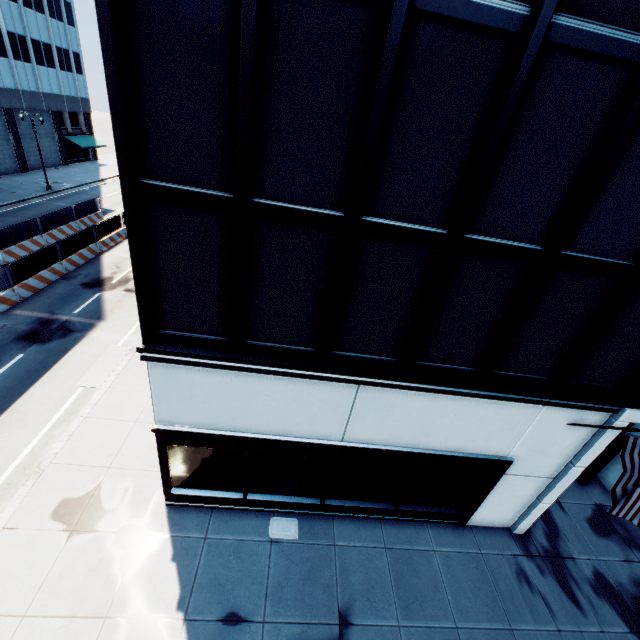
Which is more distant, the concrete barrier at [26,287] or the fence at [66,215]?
the fence at [66,215]

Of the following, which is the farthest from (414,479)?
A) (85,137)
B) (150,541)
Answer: (85,137)

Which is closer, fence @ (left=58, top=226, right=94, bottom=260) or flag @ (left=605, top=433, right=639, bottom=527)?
flag @ (left=605, top=433, right=639, bottom=527)

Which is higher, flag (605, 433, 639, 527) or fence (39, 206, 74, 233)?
flag (605, 433, 639, 527)

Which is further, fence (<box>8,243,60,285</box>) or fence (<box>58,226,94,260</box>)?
fence (<box>58,226,94,260</box>)

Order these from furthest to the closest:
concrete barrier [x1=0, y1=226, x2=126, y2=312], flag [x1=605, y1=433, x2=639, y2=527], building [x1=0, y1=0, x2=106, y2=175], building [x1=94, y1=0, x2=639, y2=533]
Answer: building [x1=0, y1=0, x2=106, y2=175] < concrete barrier [x1=0, y1=226, x2=126, y2=312] < flag [x1=605, y1=433, x2=639, y2=527] < building [x1=94, y1=0, x2=639, y2=533]

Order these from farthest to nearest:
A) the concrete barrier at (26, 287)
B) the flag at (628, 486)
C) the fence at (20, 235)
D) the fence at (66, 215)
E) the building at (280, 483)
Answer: the fence at (66, 215)
the fence at (20, 235)
the concrete barrier at (26, 287)
the flag at (628, 486)
the building at (280, 483)

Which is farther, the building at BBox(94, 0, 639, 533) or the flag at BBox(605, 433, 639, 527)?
the flag at BBox(605, 433, 639, 527)
